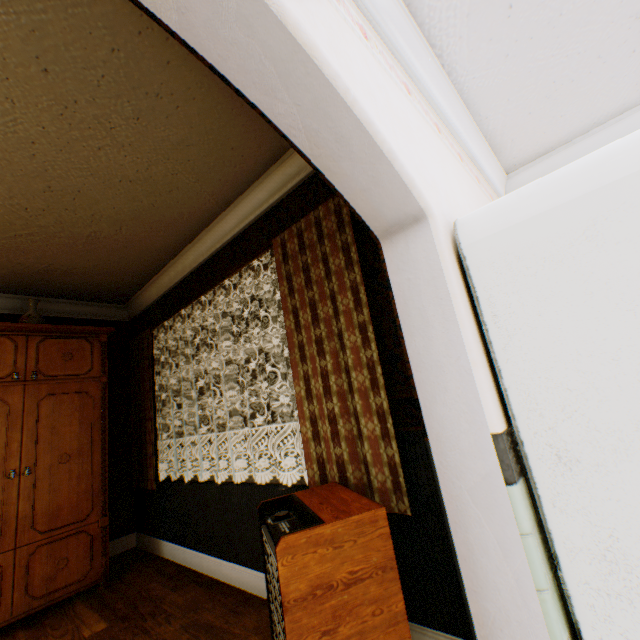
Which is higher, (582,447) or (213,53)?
(213,53)

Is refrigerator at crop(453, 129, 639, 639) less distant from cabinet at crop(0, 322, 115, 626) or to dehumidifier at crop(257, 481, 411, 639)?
dehumidifier at crop(257, 481, 411, 639)

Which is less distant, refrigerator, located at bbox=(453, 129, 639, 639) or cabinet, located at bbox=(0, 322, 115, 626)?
refrigerator, located at bbox=(453, 129, 639, 639)

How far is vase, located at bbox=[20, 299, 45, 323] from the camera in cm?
342

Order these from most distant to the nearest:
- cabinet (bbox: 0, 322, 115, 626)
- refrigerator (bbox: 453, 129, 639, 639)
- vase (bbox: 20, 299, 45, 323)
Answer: vase (bbox: 20, 299, 45, 323) → cabinet (bbox: 0, 322, 115, 626) → refrigerator (bbox: 453, 129, 639, 639)

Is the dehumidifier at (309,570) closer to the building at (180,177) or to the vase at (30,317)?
the building at (180,177)

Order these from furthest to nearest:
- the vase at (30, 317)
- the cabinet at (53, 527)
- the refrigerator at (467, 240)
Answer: the vase at (30, 317) → the cabinet at (53, 527) → the refrigerator at (467, 240)
